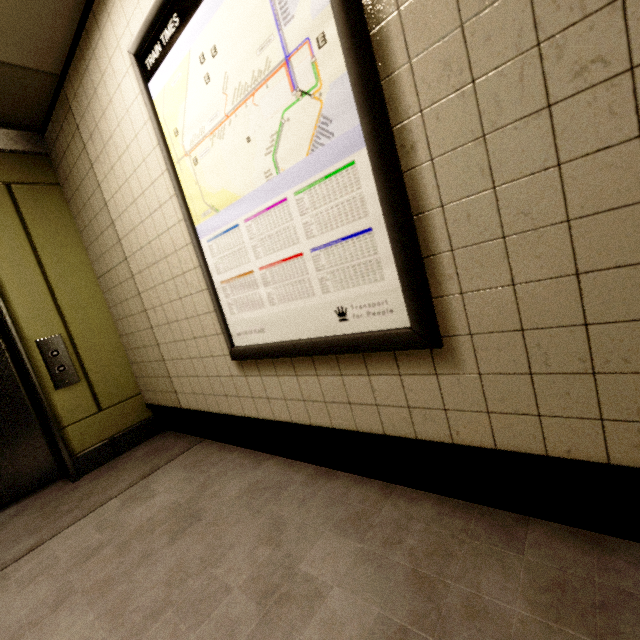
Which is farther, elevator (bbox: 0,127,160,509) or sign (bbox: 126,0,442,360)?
elevator (bbox: 0,127,160,509)

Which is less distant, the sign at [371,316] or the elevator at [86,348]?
the sign at [371,316]

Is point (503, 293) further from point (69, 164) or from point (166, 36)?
point (69, 164)
